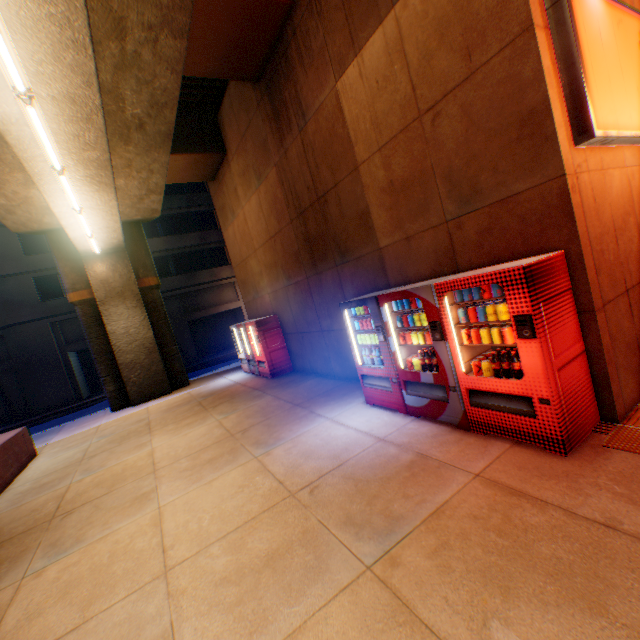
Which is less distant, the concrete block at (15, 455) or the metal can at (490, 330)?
the metal can at (490, 330)

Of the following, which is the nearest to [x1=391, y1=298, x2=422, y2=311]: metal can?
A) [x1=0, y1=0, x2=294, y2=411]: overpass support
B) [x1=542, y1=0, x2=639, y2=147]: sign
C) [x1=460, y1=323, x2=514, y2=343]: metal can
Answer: [x1=460, y1=323, x2=514, y2=343]: metal can

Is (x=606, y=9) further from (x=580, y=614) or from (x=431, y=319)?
(x=580, y=614)

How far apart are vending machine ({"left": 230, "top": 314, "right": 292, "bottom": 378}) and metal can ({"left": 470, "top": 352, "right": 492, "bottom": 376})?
7.58m

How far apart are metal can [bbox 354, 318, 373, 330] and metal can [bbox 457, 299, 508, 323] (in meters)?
1.53

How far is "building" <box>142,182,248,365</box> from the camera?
24.23m

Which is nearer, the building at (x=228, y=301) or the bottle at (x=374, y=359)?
the bottle at (x=374, y=359)

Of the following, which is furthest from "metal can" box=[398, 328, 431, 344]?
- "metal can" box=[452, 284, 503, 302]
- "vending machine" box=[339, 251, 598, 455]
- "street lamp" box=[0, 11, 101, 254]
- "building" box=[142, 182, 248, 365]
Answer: "building" box=[142, 182, 248, 365]
